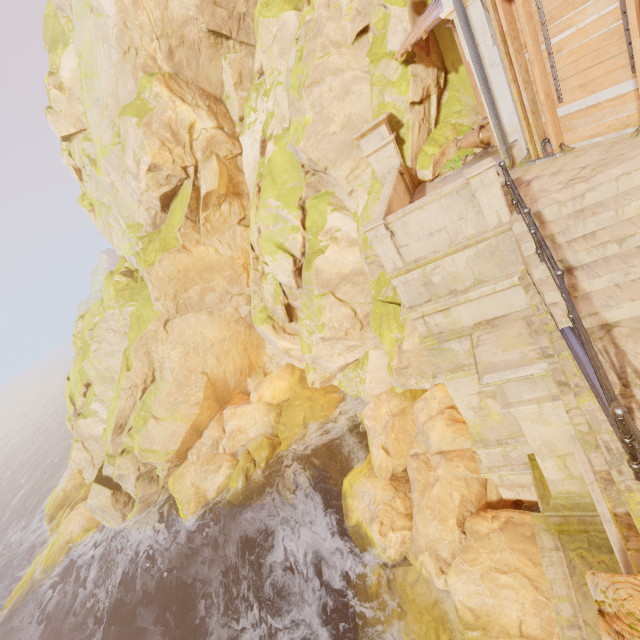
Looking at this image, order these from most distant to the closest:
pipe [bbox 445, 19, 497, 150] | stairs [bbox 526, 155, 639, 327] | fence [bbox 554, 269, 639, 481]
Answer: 1. pipe [bbox 445, 19, 497, 150]
2. stairs [bbox 526, 155, 639, 327]
3. fence [bbox 554, 269, 639, 481]

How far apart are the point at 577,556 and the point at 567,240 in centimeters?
670cm

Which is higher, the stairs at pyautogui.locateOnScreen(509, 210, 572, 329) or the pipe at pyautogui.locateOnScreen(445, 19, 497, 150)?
the pipe at pyautogui.locateOnScreen(445, 19, 497, 150)

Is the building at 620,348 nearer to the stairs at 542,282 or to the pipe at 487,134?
the stairs at 542,282

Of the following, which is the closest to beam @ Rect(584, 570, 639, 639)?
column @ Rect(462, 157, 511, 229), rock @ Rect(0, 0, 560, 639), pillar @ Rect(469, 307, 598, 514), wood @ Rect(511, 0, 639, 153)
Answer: pillar @ Rect(469, 307, 598, 514)

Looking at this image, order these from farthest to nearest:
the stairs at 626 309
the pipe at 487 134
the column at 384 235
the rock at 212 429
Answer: the rock at 212 429, the pipe at 487 134, the column at 384 235, the stairs at 626 309

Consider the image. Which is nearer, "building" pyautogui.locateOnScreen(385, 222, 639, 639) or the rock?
"building" pyautogui.locateOnScreen(385, 222, 639, 639)

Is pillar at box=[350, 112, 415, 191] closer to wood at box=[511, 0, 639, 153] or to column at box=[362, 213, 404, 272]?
wood at box=[511, 0, 639, 153]
